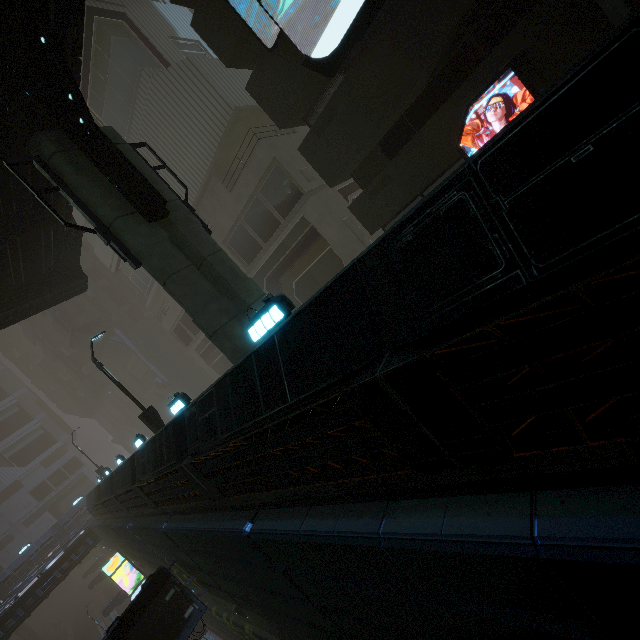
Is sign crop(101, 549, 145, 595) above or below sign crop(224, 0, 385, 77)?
below

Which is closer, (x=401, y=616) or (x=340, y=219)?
(x=401, y=616)

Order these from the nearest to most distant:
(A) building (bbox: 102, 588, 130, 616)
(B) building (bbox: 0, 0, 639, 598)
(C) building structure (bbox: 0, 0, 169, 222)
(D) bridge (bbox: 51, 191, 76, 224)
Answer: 1. (B) building (bbox: 0, 0, 639, 598)
2. (C) building structure (bbox: 0, 0, 169, 222)
3. (D) bridge (bbox: 51, 191, 76, 224)
4. (A) building (bbox: 102, 588, 130, 616)

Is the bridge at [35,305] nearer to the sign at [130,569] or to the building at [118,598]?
the building at [118,598]

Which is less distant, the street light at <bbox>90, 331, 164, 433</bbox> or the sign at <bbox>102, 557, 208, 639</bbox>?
the sign at <bbox>102, 557, 208, 639</bbox>

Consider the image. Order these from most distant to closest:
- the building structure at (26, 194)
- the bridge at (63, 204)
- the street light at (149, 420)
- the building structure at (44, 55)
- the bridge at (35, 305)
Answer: the street light at (149, 420), the bridge at (63, 204), the building structure at (26, 194), the bridge at (35, 305), the building structure at (44, 55)

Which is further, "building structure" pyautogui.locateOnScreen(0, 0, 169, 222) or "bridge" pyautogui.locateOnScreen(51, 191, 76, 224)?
"bridge" pyautogui.locateOnScreen(51, 191, 76, 224)

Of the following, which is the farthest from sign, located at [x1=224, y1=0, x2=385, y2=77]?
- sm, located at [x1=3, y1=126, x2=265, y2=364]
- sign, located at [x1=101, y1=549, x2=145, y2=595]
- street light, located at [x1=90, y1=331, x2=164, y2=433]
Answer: sign, located at [x1=101, y1=549, x2=145, y2=595]
